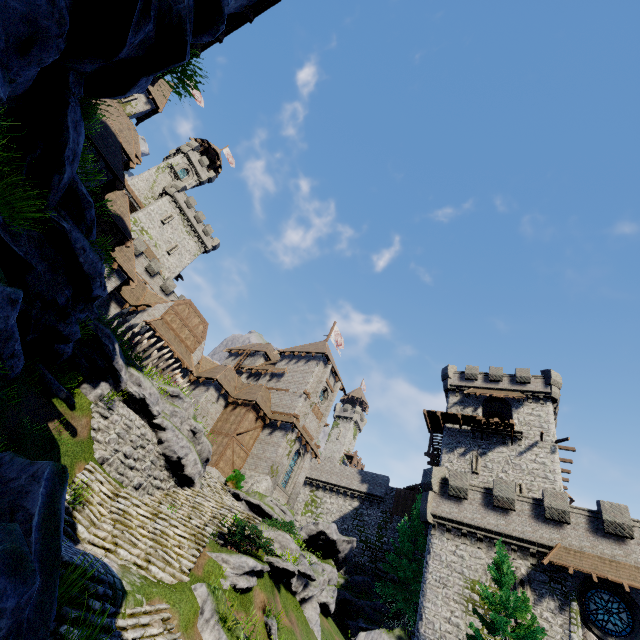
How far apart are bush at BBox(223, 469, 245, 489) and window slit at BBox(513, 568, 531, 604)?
18.9m

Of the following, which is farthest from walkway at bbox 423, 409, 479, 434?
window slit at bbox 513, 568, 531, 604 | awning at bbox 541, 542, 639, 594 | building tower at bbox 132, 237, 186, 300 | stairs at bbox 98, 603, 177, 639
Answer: building tower at bbox 132, 237, 186, 300

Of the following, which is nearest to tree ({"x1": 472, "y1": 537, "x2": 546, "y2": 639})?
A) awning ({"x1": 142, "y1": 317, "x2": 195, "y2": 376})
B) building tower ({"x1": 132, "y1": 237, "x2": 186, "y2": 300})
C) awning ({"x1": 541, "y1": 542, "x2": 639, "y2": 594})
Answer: awning ({"x1": 541, "y1": 542, "x2": 639, "y2": 594})

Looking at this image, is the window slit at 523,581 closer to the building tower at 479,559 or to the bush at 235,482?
the building tower at 479,559

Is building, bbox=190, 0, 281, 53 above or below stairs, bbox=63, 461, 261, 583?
above

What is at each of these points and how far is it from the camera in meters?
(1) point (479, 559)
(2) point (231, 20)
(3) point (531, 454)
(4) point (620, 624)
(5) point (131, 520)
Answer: (1) building tower, 21.2 m
(2) building, 11.3 m
(3) building, 29.6 m
(4) window glass, 17.7 m
(5) stairs, 11.8 m

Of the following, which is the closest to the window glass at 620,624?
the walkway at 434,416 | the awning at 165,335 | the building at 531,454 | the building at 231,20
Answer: the building at 531,454

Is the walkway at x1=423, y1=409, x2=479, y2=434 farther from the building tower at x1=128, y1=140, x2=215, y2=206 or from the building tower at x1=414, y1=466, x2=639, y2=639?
the building tower at x1=128, y1=140, x2=215, y2=206
